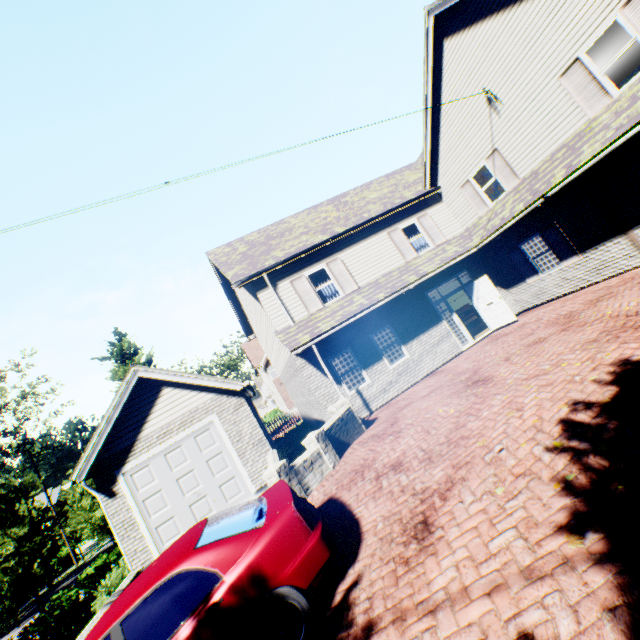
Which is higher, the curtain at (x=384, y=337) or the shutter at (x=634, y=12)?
the shutter at (x=634, y=12)

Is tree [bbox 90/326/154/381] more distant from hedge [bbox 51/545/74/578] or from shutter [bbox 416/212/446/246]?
shutter [bbox 416/212/446/246]

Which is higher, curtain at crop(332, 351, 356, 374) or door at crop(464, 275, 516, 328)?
curtain at crop(332, 351, 356, 374)

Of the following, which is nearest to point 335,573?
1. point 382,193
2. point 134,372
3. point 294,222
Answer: point 134,372

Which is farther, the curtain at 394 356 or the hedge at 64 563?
the hedge at 64 563

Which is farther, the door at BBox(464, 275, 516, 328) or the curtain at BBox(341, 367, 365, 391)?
the door at BBox(464, 275, 516, 328)

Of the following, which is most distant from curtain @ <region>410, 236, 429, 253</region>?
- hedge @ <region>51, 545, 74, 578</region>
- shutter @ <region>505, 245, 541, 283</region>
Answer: hedge @ <region>51, 545, 74, 578</region>

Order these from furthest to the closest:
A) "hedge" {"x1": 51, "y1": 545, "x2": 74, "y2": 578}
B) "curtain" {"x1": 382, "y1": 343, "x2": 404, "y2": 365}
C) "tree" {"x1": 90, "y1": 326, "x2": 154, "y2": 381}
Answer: "hedge" {"x1": 51, "y1": 545, "x2": 74, "y2": 578} < "tree" {"x1": 90, "y1": 326, "x2": 154, "y2": 381} < "curtain" {"x1": 382, "y1": 343, "x2": 404, "y2": 365}
